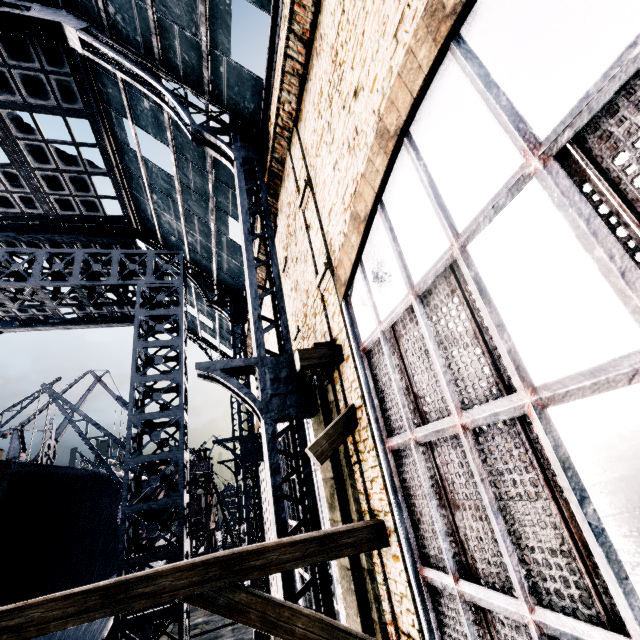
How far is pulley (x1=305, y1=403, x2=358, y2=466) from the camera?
5.9m

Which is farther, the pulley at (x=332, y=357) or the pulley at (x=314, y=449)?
the pulley at (x=332, y=357)

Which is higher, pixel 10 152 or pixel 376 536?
pixel 10 152

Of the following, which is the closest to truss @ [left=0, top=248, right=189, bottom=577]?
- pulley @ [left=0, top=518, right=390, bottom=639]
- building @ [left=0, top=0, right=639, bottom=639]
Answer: building @ [left=0, top=0, right=639, bottom=639]

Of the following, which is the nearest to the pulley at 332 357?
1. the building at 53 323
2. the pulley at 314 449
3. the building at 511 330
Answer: the building at 511 330

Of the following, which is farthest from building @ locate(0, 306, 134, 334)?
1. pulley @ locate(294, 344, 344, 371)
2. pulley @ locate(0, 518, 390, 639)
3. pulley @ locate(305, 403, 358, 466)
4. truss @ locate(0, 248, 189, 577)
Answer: pulley @ locate(0, 518, 390, 639)

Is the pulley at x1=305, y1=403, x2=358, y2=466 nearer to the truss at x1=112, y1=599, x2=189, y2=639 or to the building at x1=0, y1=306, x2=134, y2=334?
the truss at x1=112, y1=599, x2=189, y2=639

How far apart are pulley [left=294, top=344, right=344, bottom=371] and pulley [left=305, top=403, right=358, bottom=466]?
0.9 meters
